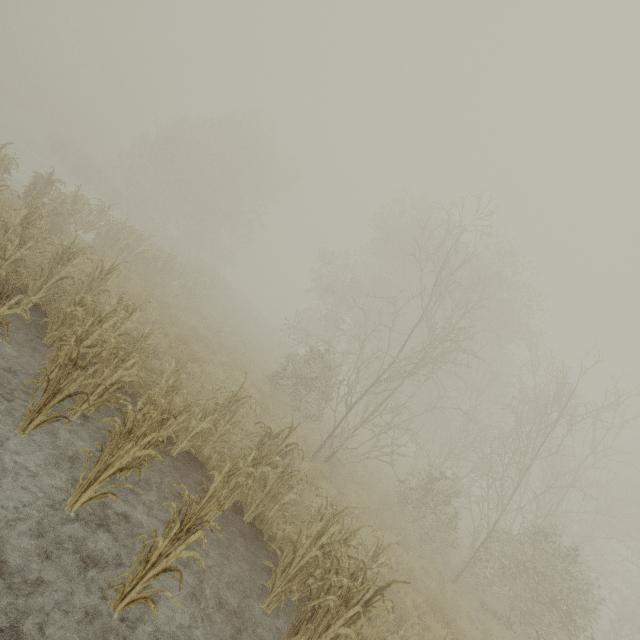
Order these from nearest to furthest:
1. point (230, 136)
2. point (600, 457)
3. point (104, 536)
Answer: point (104, 536), point (600, 457), point (230, 136)
